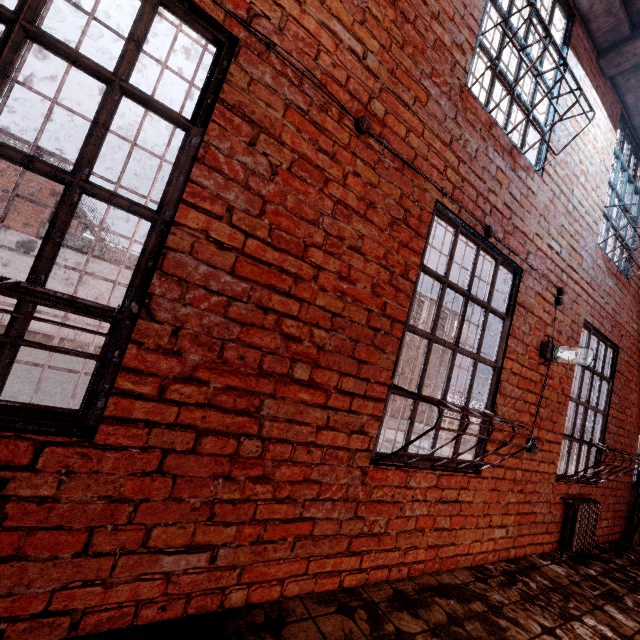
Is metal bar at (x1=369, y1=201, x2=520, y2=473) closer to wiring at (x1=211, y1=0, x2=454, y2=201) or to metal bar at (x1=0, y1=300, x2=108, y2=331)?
wiring at (x1=211, y1=0, x2=454, y2=201)

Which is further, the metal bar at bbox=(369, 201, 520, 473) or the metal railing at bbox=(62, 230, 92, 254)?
the metal railing at bbox=(62, 230, 92, 254)

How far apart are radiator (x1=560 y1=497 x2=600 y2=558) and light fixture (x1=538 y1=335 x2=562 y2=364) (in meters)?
1.72

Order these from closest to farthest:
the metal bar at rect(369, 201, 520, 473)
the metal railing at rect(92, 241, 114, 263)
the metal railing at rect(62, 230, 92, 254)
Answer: the metal bar at rect(369, 201, 520, 473) → the metal railing at rect(62, 230, 92, 254) → the metal railing at rect(92, 241, 114, 263)

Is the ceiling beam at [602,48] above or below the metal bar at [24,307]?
above

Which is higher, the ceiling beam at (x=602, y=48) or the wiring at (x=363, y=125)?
the ceiling beam at (x=602, y=48)

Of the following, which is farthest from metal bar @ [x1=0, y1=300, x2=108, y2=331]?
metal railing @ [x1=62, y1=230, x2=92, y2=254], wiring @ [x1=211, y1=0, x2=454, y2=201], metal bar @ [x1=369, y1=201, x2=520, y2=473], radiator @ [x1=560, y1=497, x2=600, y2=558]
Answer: metal railing @ [x1=62, y1=230, x2=92, y2=254]

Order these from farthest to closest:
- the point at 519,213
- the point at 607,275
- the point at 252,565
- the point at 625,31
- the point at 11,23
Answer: the point at 607,275, the point at 625,31, the point at 519,213, the point at 252,565, the point at 11,23
